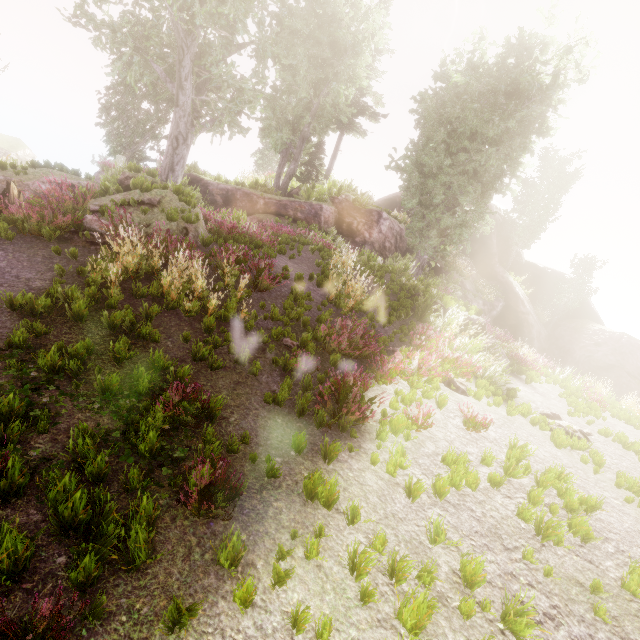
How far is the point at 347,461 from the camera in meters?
5.1

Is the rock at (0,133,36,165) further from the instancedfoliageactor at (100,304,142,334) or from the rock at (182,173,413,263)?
the rock at (182,173,413,263)

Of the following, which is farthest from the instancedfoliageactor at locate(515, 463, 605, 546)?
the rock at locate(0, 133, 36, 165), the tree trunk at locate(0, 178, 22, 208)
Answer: the tree trunk at locate(0, 178, 22, 208)

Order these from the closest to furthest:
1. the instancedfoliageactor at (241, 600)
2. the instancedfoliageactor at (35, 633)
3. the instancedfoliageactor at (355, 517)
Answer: the instancedfoliageactor at (35, 633) → the instancedfoliageactor at (241, 600) → the instancedfoliageactor at (355, 517)

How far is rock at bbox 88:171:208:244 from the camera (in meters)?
8.97

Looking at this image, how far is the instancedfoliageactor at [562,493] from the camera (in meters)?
4.63

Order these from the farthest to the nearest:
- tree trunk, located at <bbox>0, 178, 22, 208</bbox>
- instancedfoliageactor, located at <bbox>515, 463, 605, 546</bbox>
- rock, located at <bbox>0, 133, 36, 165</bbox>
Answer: rock, located at <bbox>0, 133, 36, 165</bbox> → tree trunk, located at <bbox>0, 178, 22, 208</bbox> → instancedfoliageactor, located at <bbox>515, 463, 605, 546</bbox>
